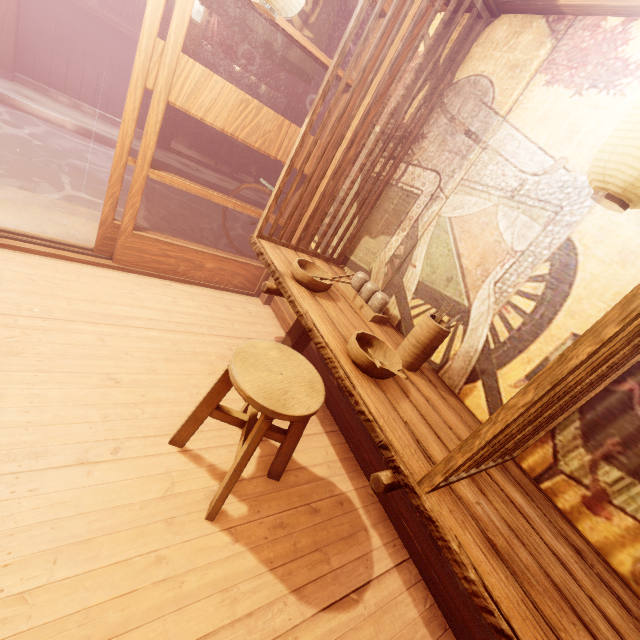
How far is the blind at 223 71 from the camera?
21.75m

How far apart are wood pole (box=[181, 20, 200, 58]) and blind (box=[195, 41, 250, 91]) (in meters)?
13.92

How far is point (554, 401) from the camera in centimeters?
210cm

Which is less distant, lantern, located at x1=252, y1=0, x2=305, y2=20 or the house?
lantern, located at x1=252, y1=0, x2=305, y2=20

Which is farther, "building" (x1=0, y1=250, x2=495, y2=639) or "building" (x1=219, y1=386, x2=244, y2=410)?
"building" (x1=219, y1=386, x2=244, y2=410)

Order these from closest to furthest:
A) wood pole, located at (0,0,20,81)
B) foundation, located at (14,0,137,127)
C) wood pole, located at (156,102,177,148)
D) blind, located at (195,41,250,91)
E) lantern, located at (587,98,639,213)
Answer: lantern, located at (587,98,639,213) → wood pole, located at (0,0,20,81) → foundation, located at (14,0,137,127) → wood pole, located at (156,102,177,148) → blind, located at (195,41,250,91)

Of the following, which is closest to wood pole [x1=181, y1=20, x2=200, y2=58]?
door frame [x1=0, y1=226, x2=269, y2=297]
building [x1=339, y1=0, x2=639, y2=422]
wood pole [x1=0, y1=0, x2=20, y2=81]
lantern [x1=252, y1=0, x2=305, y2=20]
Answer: wood pole [x1=0, y1=0, x2=20, y2=81]

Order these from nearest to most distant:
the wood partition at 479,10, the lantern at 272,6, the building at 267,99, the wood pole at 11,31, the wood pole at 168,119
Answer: the lantern at 272,6
the wood partition at 479,10
the wood pole at 11,31
the wood pole at 168,119
the building at 267,99
